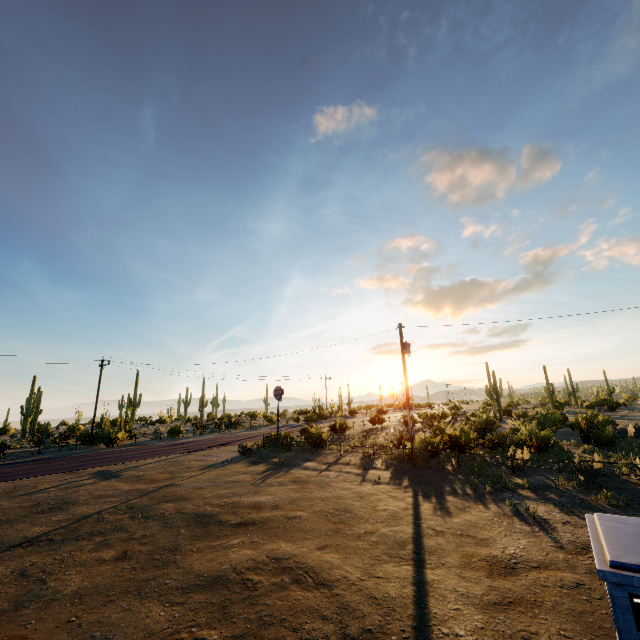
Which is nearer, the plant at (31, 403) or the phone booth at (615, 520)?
the phone booth at (615, 520)

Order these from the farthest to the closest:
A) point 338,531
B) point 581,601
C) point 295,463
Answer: point 295,463 → point 338,531 → point 581,601

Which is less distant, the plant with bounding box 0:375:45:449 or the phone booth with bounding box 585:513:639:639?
the phone booth with bounding box 585:513:639:639
